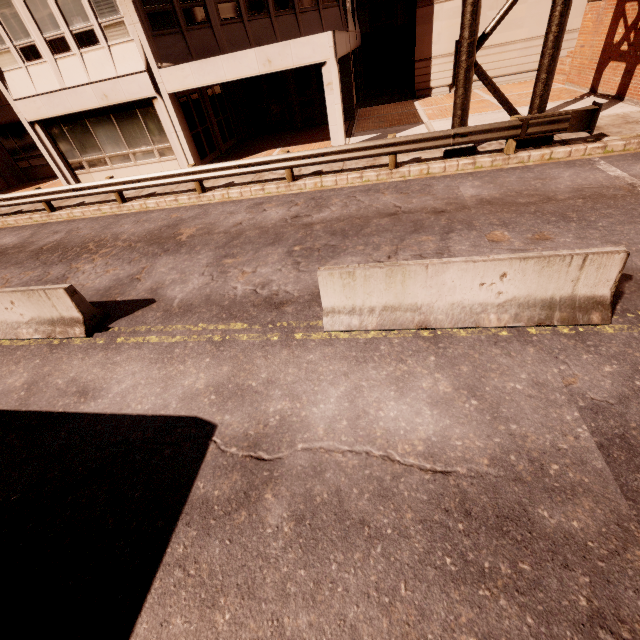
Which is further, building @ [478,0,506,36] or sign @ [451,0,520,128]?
building @ [478,0,506,36]

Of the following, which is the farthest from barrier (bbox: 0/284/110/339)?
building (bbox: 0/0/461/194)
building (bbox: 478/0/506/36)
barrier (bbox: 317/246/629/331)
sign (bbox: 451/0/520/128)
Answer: building (bbox: 478/0/506/36)

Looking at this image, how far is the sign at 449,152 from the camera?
10.3 meters

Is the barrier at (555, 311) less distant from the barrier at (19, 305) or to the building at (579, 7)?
the barrier at (19, 305)

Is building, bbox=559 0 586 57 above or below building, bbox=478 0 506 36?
below

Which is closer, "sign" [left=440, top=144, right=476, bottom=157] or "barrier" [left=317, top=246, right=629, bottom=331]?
"barrier" [left=317, top=246, right=629, bottom=331]

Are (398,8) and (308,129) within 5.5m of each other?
no

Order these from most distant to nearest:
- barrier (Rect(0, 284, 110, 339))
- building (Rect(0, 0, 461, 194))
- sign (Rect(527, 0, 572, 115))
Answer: building (Rect(0, 0, 461, 194)), sign (Rect(527, 0, 572, 115)), barrier (Rect(0, 284, 110, 339))
